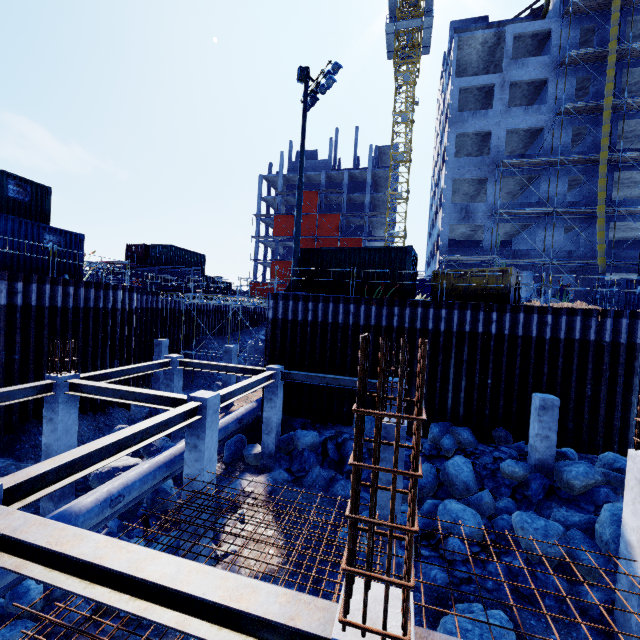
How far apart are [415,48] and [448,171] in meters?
28.8 m

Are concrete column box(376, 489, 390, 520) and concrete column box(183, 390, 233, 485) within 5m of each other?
yes

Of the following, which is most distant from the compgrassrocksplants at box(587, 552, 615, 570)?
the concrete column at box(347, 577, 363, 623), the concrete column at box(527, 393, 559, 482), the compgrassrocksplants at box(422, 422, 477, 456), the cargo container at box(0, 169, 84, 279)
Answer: the cargo container at box(0, 169, 84, 279)

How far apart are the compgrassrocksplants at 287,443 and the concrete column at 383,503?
5.7m

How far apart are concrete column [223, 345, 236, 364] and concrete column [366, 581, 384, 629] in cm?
1715

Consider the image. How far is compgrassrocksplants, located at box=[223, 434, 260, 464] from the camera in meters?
13.7

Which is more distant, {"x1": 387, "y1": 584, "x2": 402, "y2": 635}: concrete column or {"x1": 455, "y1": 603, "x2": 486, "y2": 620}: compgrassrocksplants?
{"x1": 455, "y1": 603, "x2": 486, "y2": 620}: compgrassrocksplants

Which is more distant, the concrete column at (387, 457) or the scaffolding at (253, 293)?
the scaffolding at (253, 293)
